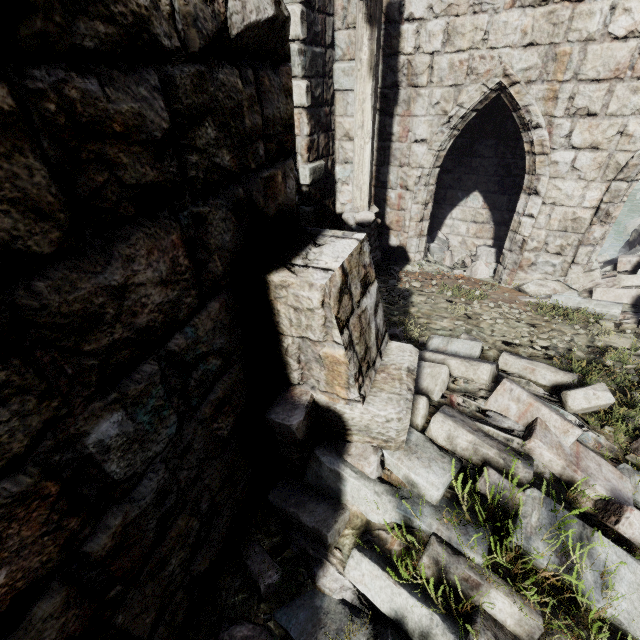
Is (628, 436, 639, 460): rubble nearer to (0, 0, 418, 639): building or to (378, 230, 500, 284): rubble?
(0, 0, 418, 639): building

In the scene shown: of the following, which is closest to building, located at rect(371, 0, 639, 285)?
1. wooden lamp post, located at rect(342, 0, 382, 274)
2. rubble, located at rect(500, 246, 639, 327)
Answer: rubble, located at rect(500, 246, 639, 327)

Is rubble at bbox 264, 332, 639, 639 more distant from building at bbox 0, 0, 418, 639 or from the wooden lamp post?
the wooden lamp post

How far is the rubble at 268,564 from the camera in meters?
2.1 m

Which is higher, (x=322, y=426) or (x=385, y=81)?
(x=385, y=81)

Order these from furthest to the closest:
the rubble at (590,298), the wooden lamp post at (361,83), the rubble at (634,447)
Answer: the rubble at (590,298) < the wooden lamp post at (361,83) < the rubble at (634,447)

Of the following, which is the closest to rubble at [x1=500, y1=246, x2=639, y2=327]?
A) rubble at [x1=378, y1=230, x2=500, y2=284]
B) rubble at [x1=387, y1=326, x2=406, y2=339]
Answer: rubble at [x1=378, y1=230, x2=500, y2=284]
